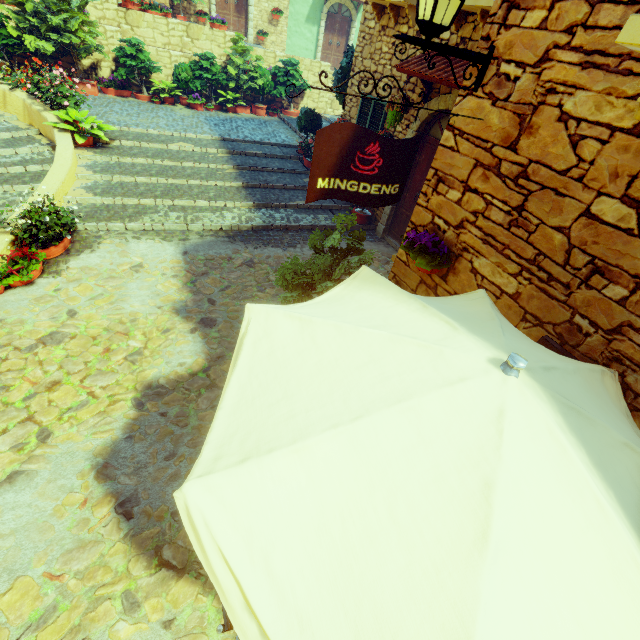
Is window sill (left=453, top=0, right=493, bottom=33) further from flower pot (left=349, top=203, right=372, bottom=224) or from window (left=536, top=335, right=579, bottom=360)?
window (left=536, top=335, right=579, bottom=360)

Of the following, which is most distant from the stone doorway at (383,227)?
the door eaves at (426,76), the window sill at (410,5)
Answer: the window sill at (410,5)

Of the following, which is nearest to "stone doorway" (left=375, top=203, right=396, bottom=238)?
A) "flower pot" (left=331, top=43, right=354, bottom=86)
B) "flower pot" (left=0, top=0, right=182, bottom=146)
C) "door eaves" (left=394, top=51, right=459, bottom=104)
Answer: "door eaves" (left=394, top=51, right=459, bottom=104)

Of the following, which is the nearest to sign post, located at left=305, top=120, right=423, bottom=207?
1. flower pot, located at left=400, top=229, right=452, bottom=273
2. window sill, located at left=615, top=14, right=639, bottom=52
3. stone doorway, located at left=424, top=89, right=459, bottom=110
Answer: flower pot, located at left=400, top=229, right=452, bottom=273

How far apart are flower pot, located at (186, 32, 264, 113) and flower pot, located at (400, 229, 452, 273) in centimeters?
1235cm

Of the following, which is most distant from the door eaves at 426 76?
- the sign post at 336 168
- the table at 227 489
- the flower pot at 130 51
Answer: the flower pot at 130 51

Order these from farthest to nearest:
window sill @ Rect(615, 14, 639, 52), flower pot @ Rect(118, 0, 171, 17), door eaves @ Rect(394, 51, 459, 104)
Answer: flower pot @ Rect(118, 0, 171, 17) < door eaves @ Rect(394, 51, 459, 104) < window sill @ Rect(615, 14, 639, 52)

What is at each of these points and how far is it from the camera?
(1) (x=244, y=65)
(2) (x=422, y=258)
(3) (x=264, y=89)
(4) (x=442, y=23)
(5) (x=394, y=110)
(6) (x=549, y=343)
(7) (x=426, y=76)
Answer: (1) flower pot, 12.1m
(2) flower pot, 3.2m
(3) potted tree, 12.9m
(4) street light, 2.2m
(5) flower pot, 6.2m
(6) window, 2.5m
(7) door eaves, 5.4m
